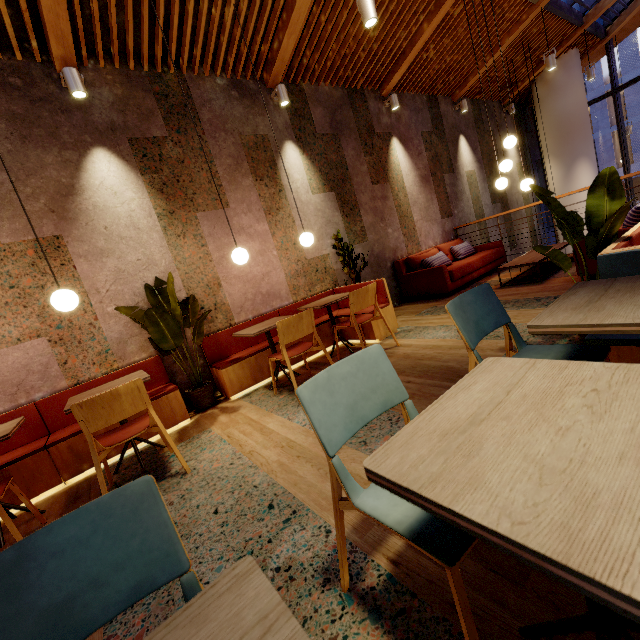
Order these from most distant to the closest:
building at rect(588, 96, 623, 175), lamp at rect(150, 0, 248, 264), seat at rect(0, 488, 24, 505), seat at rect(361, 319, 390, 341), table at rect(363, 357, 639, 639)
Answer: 1. building at rect(588, 96, 623, 175)
2. seat at rect(361, 319, 390, 341)
3. lamp at rect(150, 0, 248, 264)
4. seat at rect(0, 488, 24, 505)
5. table at rect(363, 357, 639, 639)

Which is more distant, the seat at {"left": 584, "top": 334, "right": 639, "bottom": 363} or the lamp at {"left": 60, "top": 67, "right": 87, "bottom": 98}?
the lamp at {"left": 60, "top": 67, "right": 87, "bottom": 98}

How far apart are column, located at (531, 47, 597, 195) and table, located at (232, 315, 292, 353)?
10.04m

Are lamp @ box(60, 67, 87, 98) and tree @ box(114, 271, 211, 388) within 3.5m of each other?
yes

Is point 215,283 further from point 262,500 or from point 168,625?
point 168,625

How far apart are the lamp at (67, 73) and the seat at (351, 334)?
3.0 meters

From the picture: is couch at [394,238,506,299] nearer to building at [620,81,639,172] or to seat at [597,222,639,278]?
seat at [597,222,639,278]

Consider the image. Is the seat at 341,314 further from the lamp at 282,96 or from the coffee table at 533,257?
the lamp at 282,96
